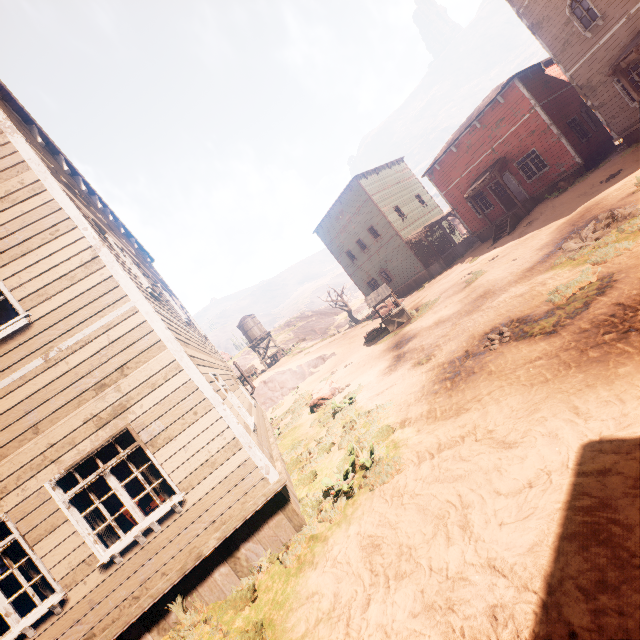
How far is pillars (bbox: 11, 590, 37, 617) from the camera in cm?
990

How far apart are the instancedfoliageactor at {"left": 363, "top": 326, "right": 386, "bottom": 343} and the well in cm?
82

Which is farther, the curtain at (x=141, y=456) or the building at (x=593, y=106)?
the building at (x=593, y=106)

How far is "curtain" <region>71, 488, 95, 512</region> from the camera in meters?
5.1

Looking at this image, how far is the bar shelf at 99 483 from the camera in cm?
1473

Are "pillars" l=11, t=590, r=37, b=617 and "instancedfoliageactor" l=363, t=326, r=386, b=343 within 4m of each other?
no

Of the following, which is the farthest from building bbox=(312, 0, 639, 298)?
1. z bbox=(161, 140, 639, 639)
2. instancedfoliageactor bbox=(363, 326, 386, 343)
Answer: instancedfoliageactor bbox=(363, 326, 386, 343)

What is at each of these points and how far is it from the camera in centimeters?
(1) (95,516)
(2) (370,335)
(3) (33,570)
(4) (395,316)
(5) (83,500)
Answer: (1) curtain, 514cm
(2) instancedfoliageactor, 1975cm
(3) curtain, 487cm
(4) well, 1755cm
(5) curtain, 514cm
